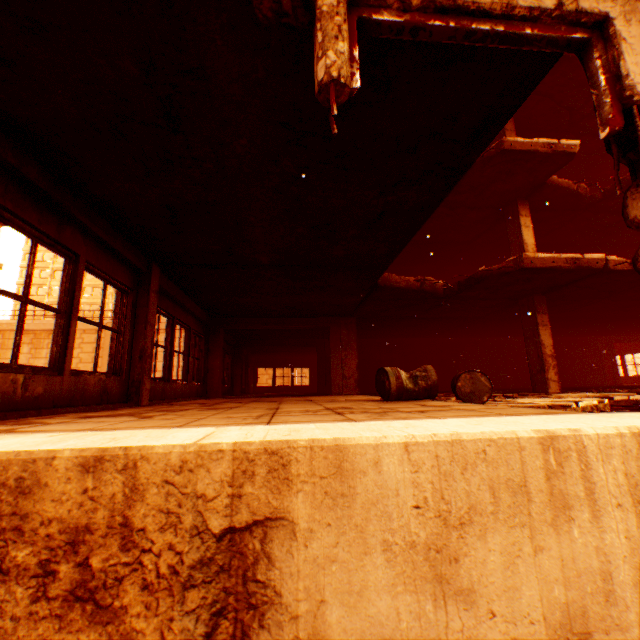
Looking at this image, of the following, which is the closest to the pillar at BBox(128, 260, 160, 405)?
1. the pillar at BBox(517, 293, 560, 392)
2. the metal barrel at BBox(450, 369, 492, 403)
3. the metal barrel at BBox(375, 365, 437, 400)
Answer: the metal barrel at BBox(375, 365, 437, 400)

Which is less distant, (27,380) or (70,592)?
(70,592)

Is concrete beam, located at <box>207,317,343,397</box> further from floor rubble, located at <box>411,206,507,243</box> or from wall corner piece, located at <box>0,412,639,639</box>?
wall corner piece, located at <box>0,412,639,639</box>

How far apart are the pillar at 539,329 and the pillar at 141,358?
9.6 meters

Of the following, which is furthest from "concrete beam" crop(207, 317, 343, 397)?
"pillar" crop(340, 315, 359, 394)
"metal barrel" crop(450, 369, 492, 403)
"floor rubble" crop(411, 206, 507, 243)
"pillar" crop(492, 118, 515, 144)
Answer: "pillar" crop(492, 118, 515, 144)

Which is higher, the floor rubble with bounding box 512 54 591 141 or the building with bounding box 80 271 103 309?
the building with bounding box 80 271 103 309

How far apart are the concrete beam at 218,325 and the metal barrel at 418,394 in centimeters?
549cm

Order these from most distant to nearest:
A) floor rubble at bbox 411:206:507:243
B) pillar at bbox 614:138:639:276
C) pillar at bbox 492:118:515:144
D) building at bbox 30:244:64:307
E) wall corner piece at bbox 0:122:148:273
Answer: building at bbox 30:244:64:307, floor rubble at bbox 411:206:507:243, pillar at bbox 492:118:515:144, wall corner piece at bbox 0:122:148:273, pillar at bbox 614:138:639:276
